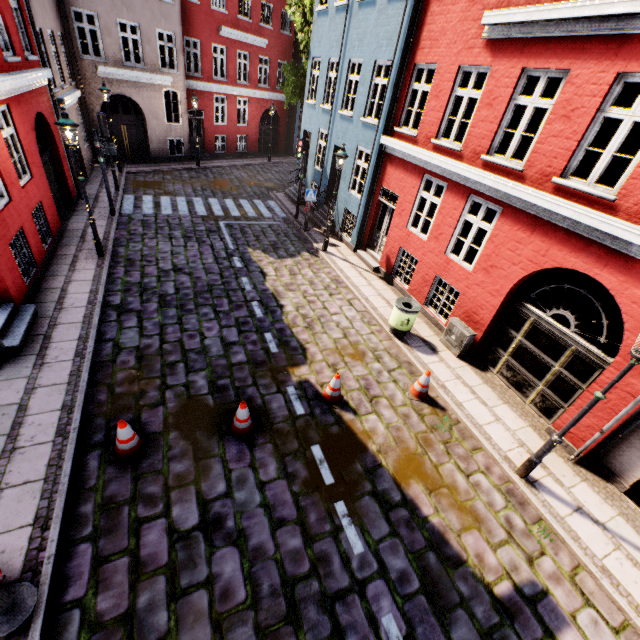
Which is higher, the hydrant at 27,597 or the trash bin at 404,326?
the trash bin at 404,326

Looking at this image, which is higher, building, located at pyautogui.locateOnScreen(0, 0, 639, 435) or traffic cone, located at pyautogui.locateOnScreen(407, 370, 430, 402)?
building, located at pyautogui.locateOnScreen(0, 0, 639, 435)

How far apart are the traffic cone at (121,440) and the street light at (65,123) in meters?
7.0 m

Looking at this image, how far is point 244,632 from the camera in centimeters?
399cm

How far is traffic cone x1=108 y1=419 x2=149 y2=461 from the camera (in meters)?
5.21

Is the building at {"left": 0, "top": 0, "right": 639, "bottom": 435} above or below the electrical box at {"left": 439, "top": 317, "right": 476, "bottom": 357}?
above

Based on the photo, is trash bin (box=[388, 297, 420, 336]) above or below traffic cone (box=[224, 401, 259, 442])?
above

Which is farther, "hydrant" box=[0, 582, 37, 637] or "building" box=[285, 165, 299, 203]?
"building" box=[285, 165, 299, 203]
